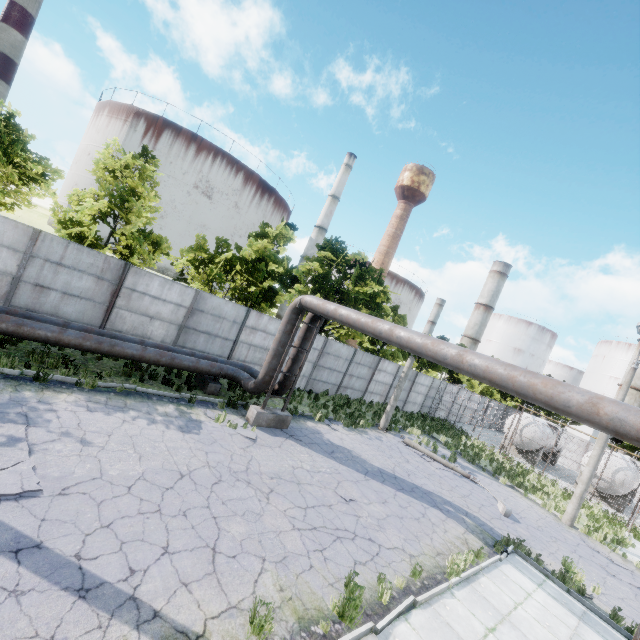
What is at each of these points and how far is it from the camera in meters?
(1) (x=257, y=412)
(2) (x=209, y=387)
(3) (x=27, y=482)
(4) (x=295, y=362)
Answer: (1) pipe holder, 11.9 m
(2) pipe holder, 13.2 m
(3) asphalt debris, 5.6 m
(4) pipe, 13.1 m

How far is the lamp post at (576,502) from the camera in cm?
1593

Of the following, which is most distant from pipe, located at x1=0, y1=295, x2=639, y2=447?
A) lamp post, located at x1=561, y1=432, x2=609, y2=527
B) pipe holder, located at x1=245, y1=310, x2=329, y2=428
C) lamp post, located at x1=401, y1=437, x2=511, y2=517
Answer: lamp post, located at x1=561, y1=432, x2=609, y2=527

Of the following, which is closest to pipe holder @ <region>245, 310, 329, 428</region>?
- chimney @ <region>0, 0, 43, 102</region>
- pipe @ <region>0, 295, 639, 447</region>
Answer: pipe @ <region>0, 295, 639, 447</region>

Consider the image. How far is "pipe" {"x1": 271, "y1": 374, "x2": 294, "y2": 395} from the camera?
13.12m

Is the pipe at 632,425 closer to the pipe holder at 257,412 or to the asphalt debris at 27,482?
the pipe holder at 257,412

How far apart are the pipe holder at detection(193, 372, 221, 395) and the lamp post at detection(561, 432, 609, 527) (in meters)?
18.15

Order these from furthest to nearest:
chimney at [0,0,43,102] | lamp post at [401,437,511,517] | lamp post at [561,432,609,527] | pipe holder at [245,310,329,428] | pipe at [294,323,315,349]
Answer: chimney at [0,0,43,102] → lamp post at [561,432,609,527] → lamp post at [401,437,511,517] → pipe at [294,323,315,349] → pipe holder at [245,310,329,428]
